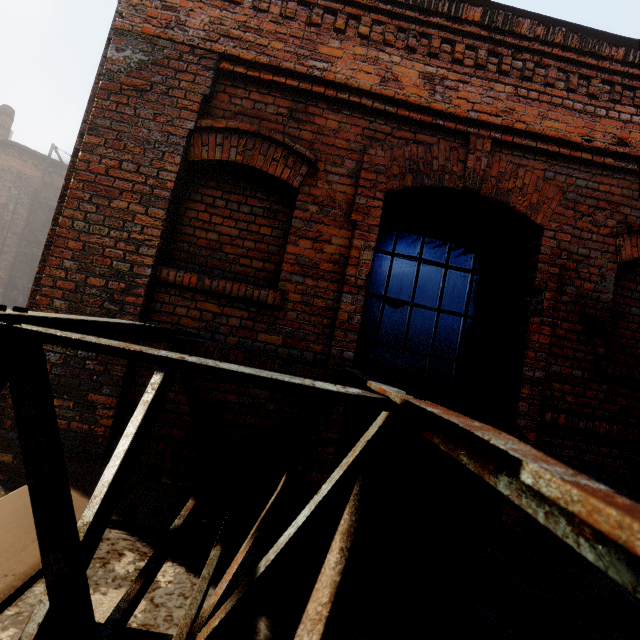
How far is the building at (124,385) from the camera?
2.46m

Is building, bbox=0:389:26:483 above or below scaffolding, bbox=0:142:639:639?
below

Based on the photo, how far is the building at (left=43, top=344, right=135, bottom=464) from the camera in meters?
2.5

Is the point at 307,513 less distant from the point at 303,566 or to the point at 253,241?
the point at 303,566

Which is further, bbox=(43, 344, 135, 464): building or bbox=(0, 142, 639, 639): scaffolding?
bbox=(43, 344, 135, 464): building

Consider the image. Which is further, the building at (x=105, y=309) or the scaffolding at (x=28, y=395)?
the building at (x=105, y=309)
